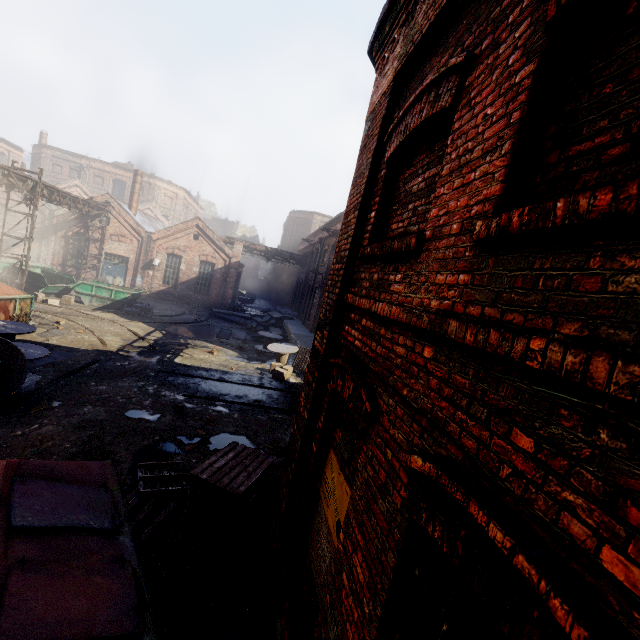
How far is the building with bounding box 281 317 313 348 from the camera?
17.30m

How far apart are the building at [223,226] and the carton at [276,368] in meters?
47.6 m

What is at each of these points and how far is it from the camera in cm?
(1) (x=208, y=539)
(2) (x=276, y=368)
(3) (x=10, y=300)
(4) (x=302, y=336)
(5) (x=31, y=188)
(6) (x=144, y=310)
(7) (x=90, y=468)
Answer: (1) pallet, 457
(2) carton, 1395
(3) trash container, 1202
(4) building, 1905
(5) pipe, 1731
(6) trash bag, 2008
(7) trash container, 410

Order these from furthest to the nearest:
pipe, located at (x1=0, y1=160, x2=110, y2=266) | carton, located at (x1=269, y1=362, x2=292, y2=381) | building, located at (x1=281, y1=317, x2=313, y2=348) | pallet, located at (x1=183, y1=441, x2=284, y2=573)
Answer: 1. building, located at (x1=281, y1=317, x2=313, y2=348)
2. pipe, located at (x1=0, y1=160, x2=110, y2=266)
3. carton, located at (x1=269, y1=362, x2=292, y2=381)
4. pallet, located at (x1=183, y1=441, x2=284, y2=573)

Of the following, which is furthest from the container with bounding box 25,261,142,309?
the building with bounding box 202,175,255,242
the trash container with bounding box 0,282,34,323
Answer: the building with bounding box 202,175,255,242

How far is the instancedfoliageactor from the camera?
8.10m

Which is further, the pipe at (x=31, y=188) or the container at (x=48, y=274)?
the container at (x=48, y=274)

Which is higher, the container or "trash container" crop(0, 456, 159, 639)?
"trash container" crop(0, 456, 159, 639)
